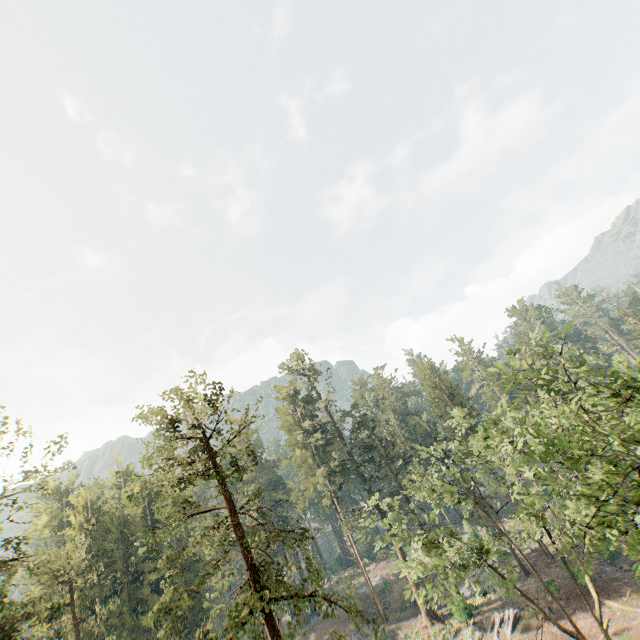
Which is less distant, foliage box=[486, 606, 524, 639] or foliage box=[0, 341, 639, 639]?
foliage box=[0, 341, 639, 639]

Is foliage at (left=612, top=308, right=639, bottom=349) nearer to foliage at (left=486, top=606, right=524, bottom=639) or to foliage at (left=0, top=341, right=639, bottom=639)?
foliage at (left=0, top=341, right=639, bottom=639)

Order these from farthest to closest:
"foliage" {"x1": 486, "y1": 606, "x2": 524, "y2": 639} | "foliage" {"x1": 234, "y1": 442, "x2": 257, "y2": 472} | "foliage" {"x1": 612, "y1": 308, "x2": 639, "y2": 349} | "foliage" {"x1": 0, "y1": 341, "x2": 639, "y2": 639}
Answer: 1. "foliage" {"x1": 612, "y1": 308, "x2": 639, "y2": 349}
2. "foliage" {"x1": 486, "y1": 606, "x2": 524, "y2": 639}
3. "foliage" {"x1": 234, "y1": 442, "x2": 257, "y2": 472}
4. "foliage" {"x1": 0, "y1": 341, "x2": 639, "y2": 639}

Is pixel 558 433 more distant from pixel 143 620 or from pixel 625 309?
pixel 625 309

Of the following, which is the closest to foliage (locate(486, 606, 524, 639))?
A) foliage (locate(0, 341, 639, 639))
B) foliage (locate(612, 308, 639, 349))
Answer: foliage (locate(0, 341, 639, 639))

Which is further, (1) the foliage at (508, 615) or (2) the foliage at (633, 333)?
(2) the foliage at (633, 333)

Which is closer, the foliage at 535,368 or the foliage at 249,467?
the foliage at 535,368

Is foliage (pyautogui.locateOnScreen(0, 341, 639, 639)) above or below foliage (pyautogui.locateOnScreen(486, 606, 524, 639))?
above
